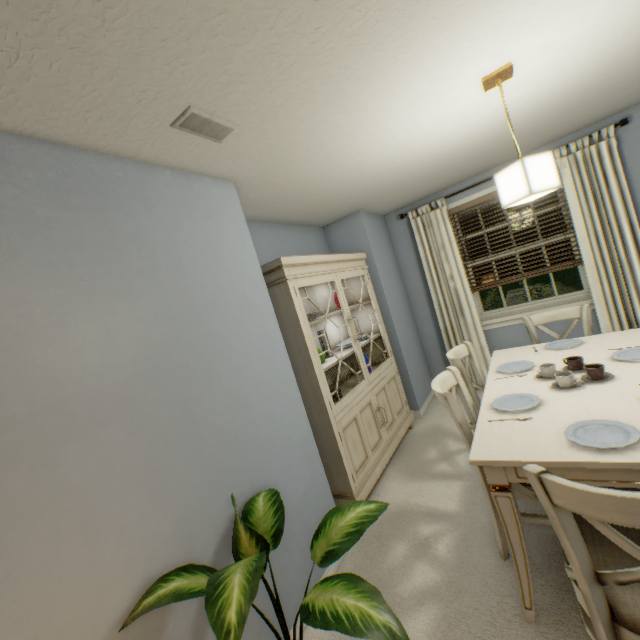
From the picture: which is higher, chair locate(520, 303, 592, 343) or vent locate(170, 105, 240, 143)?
vent locate(170, 105, 240, 143)

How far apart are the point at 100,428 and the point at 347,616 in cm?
102

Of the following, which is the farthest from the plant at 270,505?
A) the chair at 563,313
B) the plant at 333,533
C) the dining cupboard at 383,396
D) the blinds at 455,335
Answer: the blinds at 455,335

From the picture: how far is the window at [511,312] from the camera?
3.46m

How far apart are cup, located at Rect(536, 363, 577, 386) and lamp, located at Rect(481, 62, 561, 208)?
0.97m

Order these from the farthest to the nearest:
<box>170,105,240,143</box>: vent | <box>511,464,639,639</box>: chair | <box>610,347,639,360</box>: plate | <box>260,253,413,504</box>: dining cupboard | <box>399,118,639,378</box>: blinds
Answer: <box>399,118,639,378</box>: blinds
<box>260,253,413,504</box>: dining cupboard
<box>610,347,639,360</box>: plate
<box>170,105,240,143</box>: vent
<box>511,464,639,639</box>: chair

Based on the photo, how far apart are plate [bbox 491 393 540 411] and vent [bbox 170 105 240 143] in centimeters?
192cm

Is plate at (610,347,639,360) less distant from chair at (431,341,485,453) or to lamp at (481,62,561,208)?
chair at (431,341,485,453)
